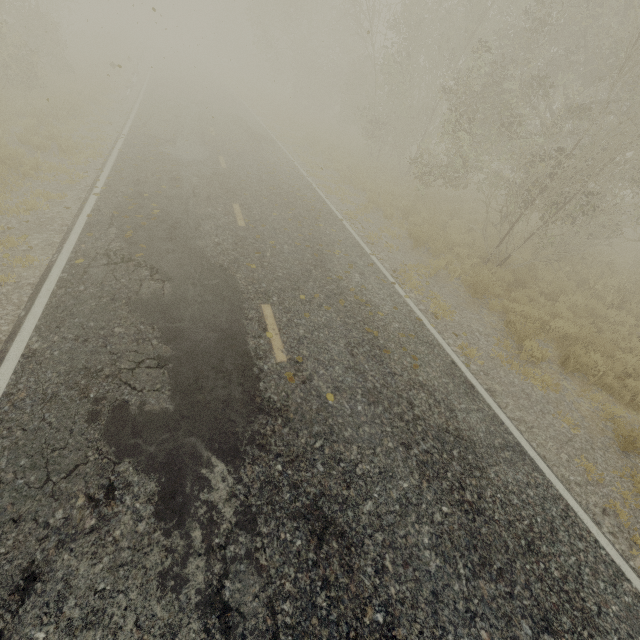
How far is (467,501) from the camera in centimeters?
414cm
